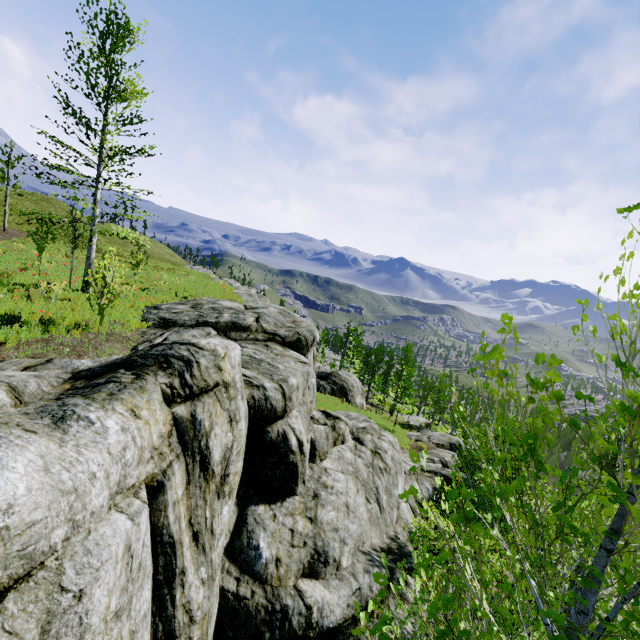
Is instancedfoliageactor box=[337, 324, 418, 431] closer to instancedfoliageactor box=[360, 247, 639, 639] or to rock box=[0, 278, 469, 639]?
rock box=[0, 278, 469, 639]

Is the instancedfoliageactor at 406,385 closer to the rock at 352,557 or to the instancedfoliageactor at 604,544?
the rock at 352,557

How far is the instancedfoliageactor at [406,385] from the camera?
27.1m

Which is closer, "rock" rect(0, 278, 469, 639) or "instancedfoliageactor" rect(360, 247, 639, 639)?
"instancedfoliageactor" rect(360, 247, 639, 639)

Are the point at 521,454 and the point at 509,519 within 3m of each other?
yes

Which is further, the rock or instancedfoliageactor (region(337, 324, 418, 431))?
instancedfoliageactor (region(337, 324, 418, 431))

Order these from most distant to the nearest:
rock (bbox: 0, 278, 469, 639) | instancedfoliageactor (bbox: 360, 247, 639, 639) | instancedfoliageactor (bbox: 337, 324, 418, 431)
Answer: instancedfoliageactor (bbox: 337, 324, 418, 431), rock (bbox: 0, 278, 469, 639), instancedfoliageactor (bbox: 360, 247, 639, 639)
